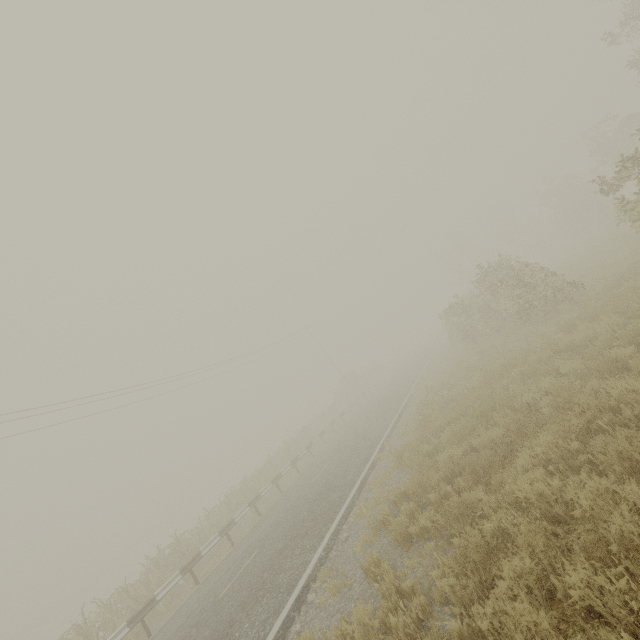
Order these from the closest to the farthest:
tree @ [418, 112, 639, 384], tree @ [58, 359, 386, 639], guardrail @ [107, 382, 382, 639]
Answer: guardrail @ [107, 382, 382, 639]
tree @ [58, 359, 386, 639]
tree @ [418, 112, 639, 384]

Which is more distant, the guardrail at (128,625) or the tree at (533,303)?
the tree at (533,303)

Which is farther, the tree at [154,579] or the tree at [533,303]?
the tree at [533,303]

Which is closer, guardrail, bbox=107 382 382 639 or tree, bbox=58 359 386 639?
guardrail, bbox=107 382 382 639

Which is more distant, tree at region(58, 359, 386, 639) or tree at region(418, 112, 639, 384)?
tree at region(418, 112, 639, 384)

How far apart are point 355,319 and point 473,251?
22.3m

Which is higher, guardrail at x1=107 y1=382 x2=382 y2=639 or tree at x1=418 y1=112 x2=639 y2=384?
tree at x1=418 y1=112 x2=639 y2=384
